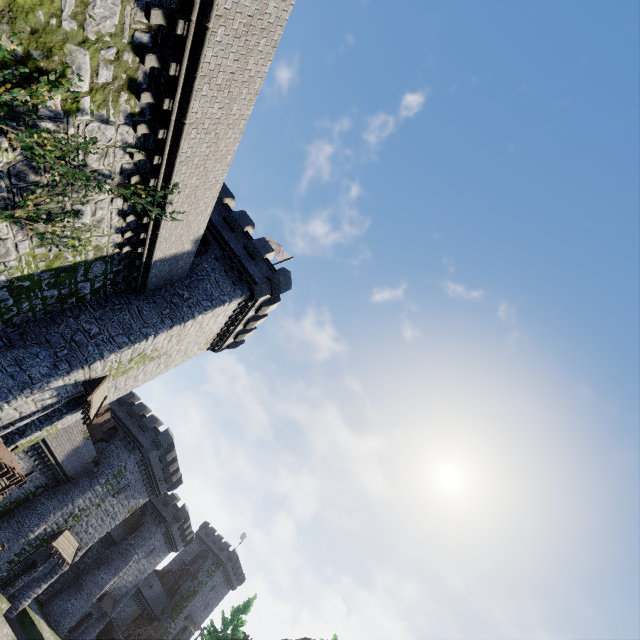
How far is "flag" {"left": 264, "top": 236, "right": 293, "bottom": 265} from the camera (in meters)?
26.95

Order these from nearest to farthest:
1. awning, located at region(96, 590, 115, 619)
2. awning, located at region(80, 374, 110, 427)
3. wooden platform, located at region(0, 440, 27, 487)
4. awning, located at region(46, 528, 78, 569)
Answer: wooden platform, located at region(0, 440, 27, 487) < awning, located at region(80, 374, 110, 427) < awning, located at region(46, 528, 78, 569) < awning, located at region(96, 590, 115, 619)

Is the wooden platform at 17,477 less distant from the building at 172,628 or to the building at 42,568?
the building at 42,568

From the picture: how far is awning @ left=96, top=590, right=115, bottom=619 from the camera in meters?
41.4

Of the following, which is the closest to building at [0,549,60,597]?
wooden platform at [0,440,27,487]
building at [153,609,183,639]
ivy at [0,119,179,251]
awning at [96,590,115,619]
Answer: awning at [96,590,115,619]

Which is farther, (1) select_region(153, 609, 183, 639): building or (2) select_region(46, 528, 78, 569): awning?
(1) select_region(153, 609, 183, 639): building

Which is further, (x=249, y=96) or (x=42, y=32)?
(x=249, y=96)

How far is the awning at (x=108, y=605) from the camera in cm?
4141
